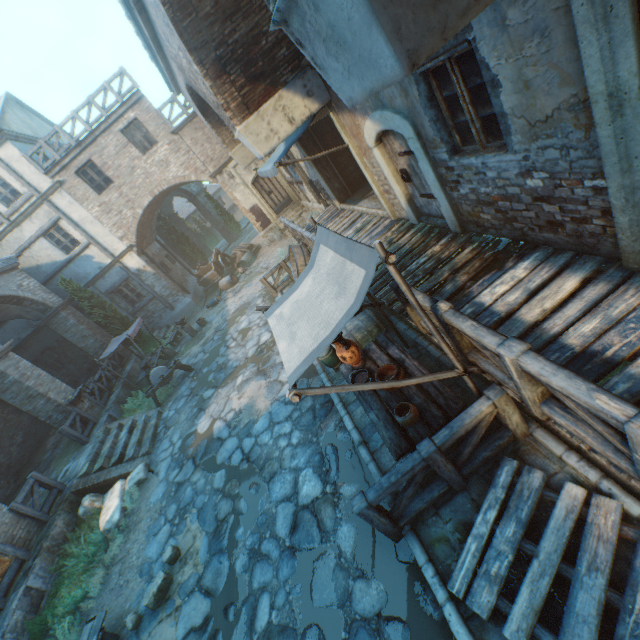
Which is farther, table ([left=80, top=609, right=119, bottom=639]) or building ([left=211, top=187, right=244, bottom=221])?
building ([left=211, top=187, right=244, bottom=221])

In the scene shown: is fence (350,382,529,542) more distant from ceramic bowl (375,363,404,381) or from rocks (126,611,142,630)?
rocks (126,611,142,630)

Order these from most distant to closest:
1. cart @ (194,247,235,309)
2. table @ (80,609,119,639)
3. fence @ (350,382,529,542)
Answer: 1. cart @ (194,247,235,309)
2. table @ (80,609,119,639)
3. fence @ (350,382,529,542)

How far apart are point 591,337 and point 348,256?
2.7m

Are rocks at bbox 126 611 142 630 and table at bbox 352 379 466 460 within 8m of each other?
yes

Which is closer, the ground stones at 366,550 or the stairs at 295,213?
the ground stones at 366,550

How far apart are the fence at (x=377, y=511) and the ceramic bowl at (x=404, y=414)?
0.4m

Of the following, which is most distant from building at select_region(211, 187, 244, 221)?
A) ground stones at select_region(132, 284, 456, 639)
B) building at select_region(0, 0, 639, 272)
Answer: building at select_region(0, 0, 639, 272)
